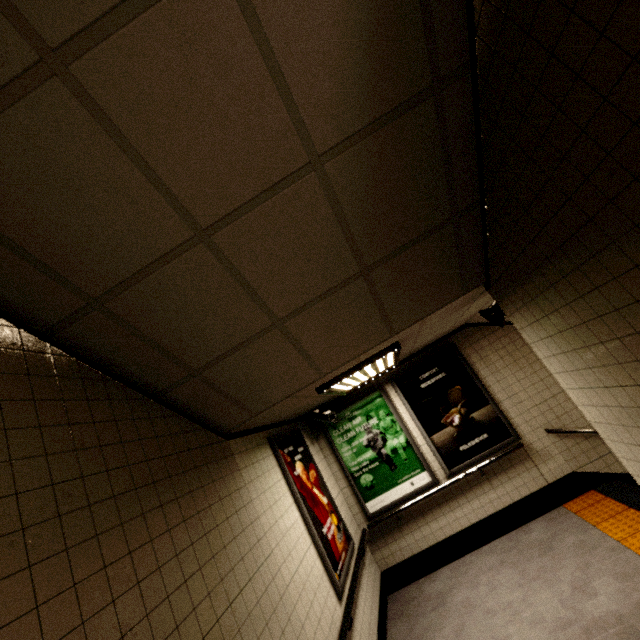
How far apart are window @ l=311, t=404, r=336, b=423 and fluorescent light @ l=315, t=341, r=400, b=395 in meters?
0.4

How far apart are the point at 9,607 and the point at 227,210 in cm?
184

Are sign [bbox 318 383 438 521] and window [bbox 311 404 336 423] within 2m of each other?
yes

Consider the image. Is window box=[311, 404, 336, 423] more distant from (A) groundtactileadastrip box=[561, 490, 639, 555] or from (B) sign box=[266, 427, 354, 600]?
(A) groundtactileadastrip box=[561, 490, 639, 555]

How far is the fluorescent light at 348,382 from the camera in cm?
332

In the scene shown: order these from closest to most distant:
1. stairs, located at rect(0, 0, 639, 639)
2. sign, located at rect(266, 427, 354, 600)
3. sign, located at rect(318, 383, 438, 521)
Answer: stairs, located at rect(0, 0, 639, 639) → sign, located at rect(266, 427, 354, 600) → sign, located at rect(318, 383, 438, 521)

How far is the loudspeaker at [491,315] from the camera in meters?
3.2 m

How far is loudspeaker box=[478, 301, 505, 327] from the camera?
3.2 meters
